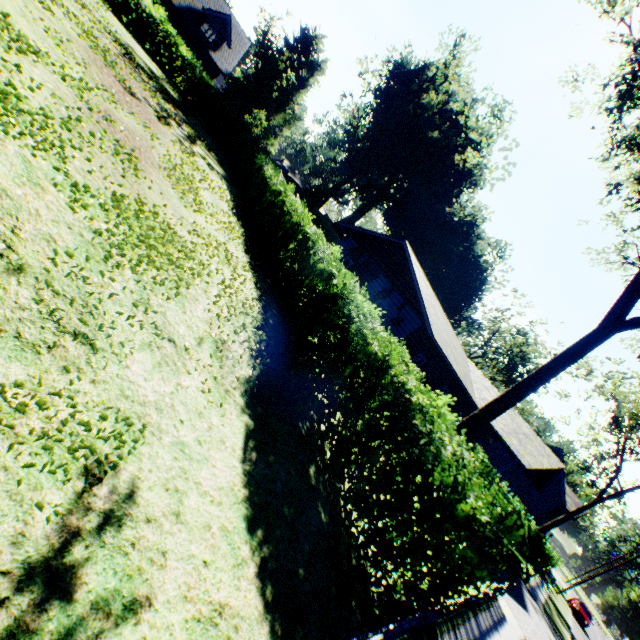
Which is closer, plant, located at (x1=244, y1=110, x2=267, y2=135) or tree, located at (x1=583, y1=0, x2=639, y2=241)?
tree, located at (x1=583, y1=0, x2=639, y2=241)

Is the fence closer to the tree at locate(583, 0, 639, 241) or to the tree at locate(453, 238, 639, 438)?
the tree at locate(453, 238, 639, 438)

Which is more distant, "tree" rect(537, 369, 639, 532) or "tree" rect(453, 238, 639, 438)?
"tree" rect(537, 369, 639, 532)

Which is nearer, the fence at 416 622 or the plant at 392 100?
the fence at 416 622

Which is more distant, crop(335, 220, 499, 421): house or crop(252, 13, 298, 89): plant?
crop(252, 13, 298, 89): plant

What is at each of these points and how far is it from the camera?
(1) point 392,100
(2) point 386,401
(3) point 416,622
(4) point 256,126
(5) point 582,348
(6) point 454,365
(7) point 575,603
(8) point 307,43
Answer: (1) plant, 40.5m
(2) hedge, 8.4m
(3) fence, 4.8m
(4) plant, 42.1m
(5) tree, 11.5m
(6) house, 17.8m
(7) car, 33.8m
(8) plant, 59.2m

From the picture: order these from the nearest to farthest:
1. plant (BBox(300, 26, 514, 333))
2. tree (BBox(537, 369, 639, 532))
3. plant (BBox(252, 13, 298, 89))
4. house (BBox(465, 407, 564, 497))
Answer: house (BBox(465, 407, 564, 497)) < tree (BBox(537, 369, 639, 532)) < plant (BBox(300, 26, 514, 333)) < plant (BBox(252, 13, 298, 89))

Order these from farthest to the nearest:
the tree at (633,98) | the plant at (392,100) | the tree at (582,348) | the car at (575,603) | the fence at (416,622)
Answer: the plant at (392,100) → the car at (575,603) → the tree at (582,348) → the tree at (633,98) → the fence at (416,622)
